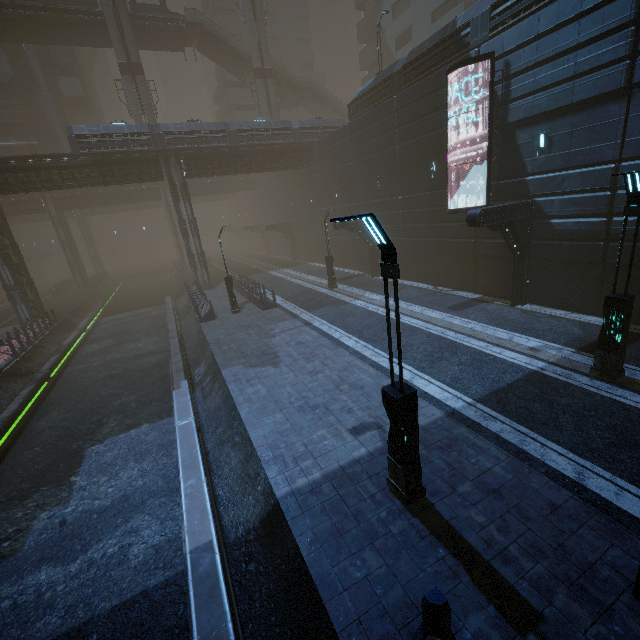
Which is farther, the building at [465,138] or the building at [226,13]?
the building at [226,13]

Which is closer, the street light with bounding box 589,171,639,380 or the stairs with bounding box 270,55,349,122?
the street light with bounding box 589,171,639,380

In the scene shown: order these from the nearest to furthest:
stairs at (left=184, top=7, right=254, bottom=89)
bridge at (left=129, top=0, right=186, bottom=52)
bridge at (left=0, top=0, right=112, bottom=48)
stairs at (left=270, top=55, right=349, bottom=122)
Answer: bridge at (left=0, top=0, right=112, bottom=48) → bridge at (left=129, top=0, right=186, bottom=52) → stairs at (left=184, top=7, right=254, bottom=89) → stairs at (left=270, top=55, right=349, bottom=122)

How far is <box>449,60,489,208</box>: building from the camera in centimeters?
1538cm

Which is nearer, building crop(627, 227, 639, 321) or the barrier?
the barrier

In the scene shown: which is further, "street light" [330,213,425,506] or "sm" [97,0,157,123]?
"sm" [97,0,157,123]

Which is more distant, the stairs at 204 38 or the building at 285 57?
the building at 285 57

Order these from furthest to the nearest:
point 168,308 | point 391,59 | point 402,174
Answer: point 391,59, point 168,308, point 402,174
